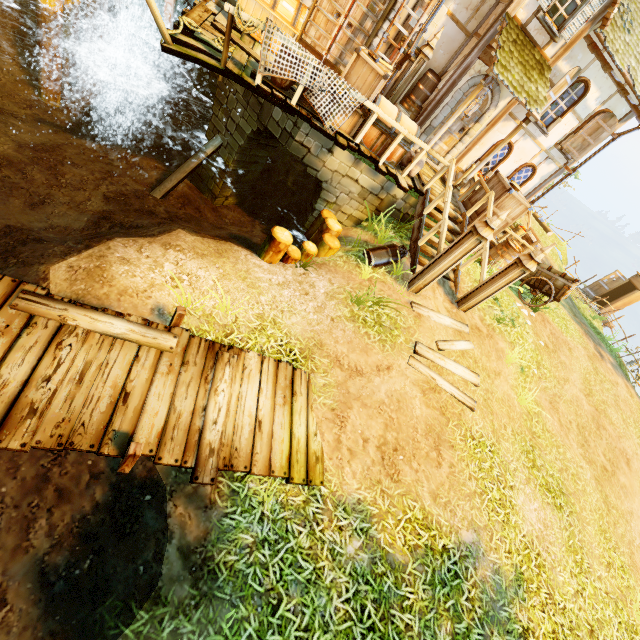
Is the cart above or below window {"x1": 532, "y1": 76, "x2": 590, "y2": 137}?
below

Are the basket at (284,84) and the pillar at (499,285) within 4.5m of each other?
no

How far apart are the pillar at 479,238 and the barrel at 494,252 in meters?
4.1 m

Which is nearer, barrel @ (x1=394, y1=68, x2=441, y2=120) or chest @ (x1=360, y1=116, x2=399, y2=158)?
chest @ (x1=360, y1=116, x2=399, y2=158)

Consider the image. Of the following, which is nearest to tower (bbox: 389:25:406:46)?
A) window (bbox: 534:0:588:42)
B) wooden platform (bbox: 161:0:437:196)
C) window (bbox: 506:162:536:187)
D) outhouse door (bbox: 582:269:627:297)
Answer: wooden platform (bbox: 161:0:437:196)

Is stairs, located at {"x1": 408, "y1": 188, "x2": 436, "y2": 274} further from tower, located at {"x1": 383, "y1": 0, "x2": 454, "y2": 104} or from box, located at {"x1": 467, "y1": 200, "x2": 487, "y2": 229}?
tower, located at {"x1": 383, "y1": 0, "x2": 454, "y2": 104}

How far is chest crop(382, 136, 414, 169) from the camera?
7.6m

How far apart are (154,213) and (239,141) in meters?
2.9
